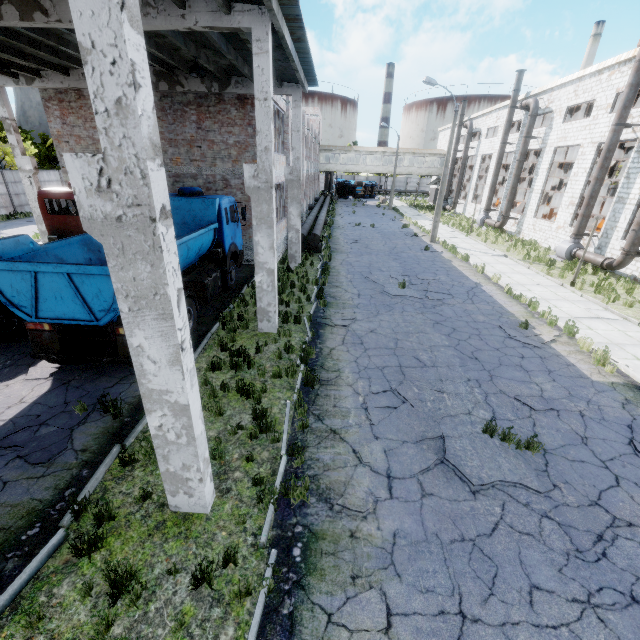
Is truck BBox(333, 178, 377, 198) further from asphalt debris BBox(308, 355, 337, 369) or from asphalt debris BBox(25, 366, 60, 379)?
asphalt debris BBox(25, 366, 60, 379)

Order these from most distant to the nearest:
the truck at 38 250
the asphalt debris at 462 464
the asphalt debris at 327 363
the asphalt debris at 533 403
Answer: the asphalt debris at 327 363
the asphalt debris at 533 403
the truck at 38 250
the asphalt debris at 462 464

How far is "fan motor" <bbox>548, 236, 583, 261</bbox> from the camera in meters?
19.9 m

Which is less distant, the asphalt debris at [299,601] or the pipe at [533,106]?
the asphalt debris at [299,601]

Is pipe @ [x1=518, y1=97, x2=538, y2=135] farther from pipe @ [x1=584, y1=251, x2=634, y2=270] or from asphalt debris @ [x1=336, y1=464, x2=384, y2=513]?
asphalt debris @ [x1=336, y1=464, x2=384, y2=513]

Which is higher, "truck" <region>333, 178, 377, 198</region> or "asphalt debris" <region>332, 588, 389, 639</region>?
"truck" <region>333, 178, 377, 198</region>

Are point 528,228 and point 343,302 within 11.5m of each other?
no

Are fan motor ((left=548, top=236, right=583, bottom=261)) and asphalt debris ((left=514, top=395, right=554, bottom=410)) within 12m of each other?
no
